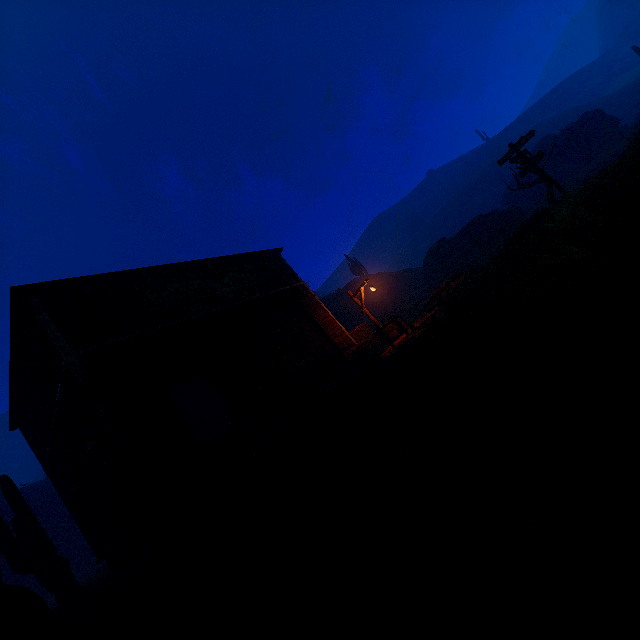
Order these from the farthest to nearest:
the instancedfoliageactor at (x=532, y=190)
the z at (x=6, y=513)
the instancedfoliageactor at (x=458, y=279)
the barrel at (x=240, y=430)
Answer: the z at (x=6, y=513) → the instancedfoliageactor at (x=532, y=190) → the instancedfoliageactor at (x=458, y=279) → the barrel at (x=240, y=430)

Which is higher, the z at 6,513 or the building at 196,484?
the z at 6,513

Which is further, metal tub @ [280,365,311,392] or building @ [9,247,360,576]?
metal tub @ [280,365,311,392]

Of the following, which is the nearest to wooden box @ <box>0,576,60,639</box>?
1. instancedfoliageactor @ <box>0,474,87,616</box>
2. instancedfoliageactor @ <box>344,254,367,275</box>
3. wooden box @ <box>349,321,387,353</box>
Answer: instancedfoliageactor @ <box>0,474,87,616</box>

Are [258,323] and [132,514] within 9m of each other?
yes

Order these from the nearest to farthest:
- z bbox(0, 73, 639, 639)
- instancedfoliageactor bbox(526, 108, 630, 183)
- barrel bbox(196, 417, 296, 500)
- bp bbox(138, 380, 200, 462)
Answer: z bbox(0, 73, 639, 639)
barrel bbox(196, 417, 296, 500)
bp bbox(138, 380, 200, 462)
instancedfoliageactor bbox(526, 108, 630, 183)

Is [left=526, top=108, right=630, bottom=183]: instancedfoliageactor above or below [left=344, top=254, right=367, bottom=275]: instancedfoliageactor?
below

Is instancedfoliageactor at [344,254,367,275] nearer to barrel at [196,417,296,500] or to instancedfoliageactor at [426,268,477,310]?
instancedfoliageactor at [426,268,477,310]
